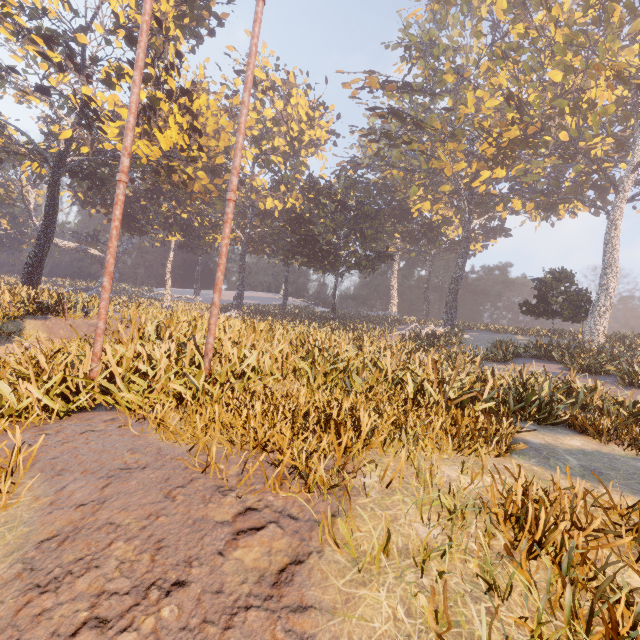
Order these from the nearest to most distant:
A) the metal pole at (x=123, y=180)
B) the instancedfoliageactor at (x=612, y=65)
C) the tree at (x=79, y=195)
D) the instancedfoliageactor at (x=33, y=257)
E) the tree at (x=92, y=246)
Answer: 1. the instancedfoliageactor at (x=612, y=65)
2. the metal pole at (x=123, y=180)
3. the instancedfoliageactor at (x=33, y=257)
4. the tree at (x=79, y=195)
5. the tree at (x=92, y=246)

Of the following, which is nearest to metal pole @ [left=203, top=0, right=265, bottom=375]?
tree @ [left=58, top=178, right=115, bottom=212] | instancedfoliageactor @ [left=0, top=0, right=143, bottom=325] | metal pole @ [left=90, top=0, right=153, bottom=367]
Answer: instancedfoliageactor @ [left=0, top=0, right=143, bottom=325]

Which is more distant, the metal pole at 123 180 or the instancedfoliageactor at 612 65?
the metal pole at 123 180

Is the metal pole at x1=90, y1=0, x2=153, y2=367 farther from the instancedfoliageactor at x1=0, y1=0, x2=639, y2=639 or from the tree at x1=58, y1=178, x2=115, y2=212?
the tree at x1=58, y1=178, x2=115, y2=212

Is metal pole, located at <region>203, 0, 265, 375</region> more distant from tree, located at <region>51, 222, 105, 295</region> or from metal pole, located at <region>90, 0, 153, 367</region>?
tree, located at <region>51, 222, 105, 295</region>

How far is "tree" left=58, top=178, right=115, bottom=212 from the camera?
41.2 meters

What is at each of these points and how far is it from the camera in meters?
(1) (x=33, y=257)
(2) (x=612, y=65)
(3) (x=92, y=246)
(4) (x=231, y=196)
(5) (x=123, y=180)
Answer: (1) instancedfoliageactor, 24.2
(2) instancedfoliageactor, 18.6
(3) tree, 59.6
(4) metal pole, 6.3
(5) metal pole, 6.2
